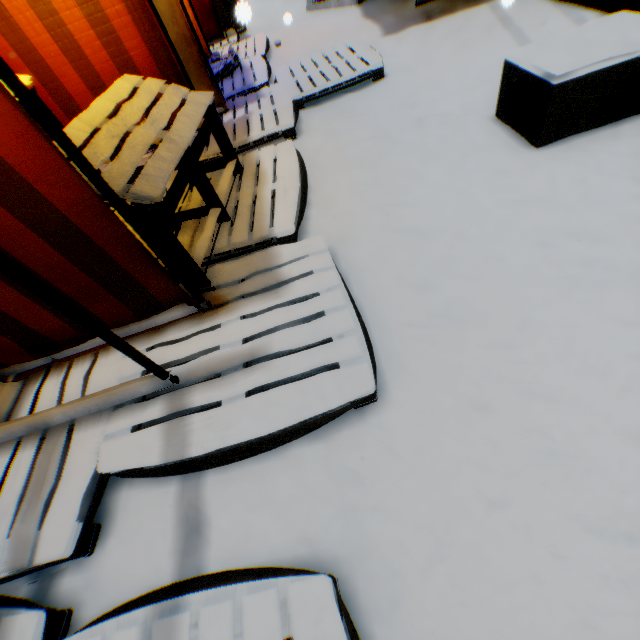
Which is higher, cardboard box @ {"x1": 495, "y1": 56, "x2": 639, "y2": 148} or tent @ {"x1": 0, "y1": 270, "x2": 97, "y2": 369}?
tent @ {"x1": 0, "y1": 270, "x2": 97, "y2": 369}

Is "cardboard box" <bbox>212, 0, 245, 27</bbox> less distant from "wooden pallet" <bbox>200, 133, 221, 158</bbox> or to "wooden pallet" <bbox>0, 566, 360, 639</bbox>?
"wooden pallet" <bbox>200, 133, 221, 158</bbox>

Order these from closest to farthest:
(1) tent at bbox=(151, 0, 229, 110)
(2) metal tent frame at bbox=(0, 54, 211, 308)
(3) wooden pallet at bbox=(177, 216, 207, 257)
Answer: (2) metal tent frame at bbox=(0, 54, 211, 308), (3) wooden pallet at bbox=(177, 216, 207, 257), (1) tent at bbox=(151, 0, 229, 110)

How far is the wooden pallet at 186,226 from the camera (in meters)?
2.13

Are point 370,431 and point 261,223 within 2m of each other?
yes

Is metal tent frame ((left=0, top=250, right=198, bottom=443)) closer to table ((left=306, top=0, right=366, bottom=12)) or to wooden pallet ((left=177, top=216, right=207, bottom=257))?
wooden pallet ((left=177, top=216, right=207, bottom=257))

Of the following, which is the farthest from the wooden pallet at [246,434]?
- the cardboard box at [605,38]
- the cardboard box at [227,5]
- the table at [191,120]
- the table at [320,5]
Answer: the table at [320,5]

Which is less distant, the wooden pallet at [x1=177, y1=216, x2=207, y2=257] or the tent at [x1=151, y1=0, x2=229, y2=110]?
the wooden pallet at [x1=177, y1=216, x2=207, y2=257]
